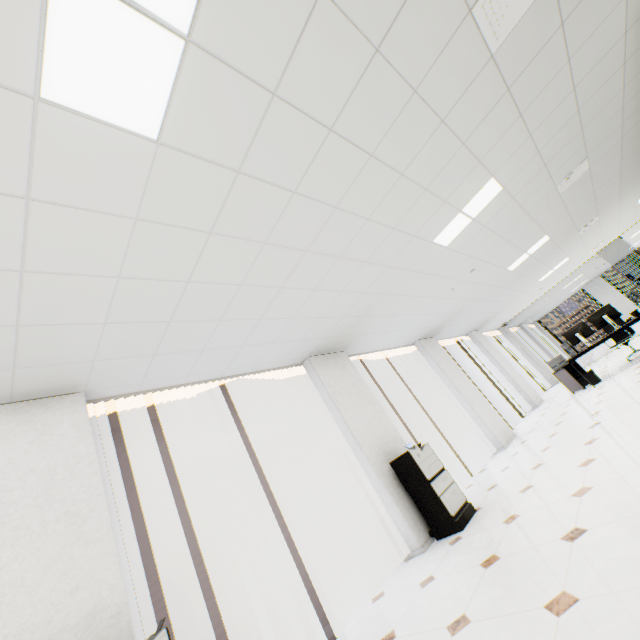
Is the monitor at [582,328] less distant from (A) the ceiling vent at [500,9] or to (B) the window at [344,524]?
(B) the window at [344,524]

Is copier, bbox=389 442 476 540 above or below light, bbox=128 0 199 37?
below

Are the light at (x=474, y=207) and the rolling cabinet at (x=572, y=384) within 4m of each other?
no

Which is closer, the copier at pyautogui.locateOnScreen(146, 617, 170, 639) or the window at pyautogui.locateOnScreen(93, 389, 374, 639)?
the copier at pyautogui.locateOnScreen(146, 617, 170, 639)

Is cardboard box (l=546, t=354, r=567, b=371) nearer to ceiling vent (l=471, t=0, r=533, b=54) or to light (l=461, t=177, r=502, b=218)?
light (l=461, t=177, r=502, b=218)

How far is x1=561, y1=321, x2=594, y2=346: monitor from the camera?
7.30m

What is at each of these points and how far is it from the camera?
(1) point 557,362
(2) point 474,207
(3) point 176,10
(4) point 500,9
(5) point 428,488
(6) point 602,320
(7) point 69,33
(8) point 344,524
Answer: (1) cardboard box, 8.1 meters
(2) light, 4.2 meters
(3) light, 1.4 meters
(4) ceiling vent, 2.1 meters
(5) copier, 4.1 meters
(6) monitor, 7.1 meters
(7) light, 1.3 meters
(8) window, 4.7 meters

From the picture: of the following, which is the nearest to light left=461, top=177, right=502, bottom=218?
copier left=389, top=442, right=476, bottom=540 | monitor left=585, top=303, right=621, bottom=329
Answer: copier left=389, top=442, right=476, bottom=540
